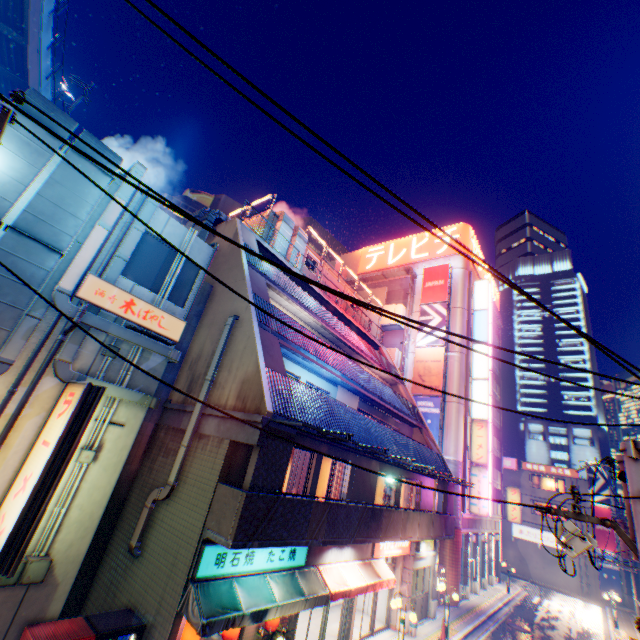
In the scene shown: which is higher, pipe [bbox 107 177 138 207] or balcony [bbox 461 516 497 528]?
pipe [bbox 107 177 138 207]

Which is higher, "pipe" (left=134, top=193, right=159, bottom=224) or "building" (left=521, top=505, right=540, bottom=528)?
"pipe" (left=134, top=193, right=159, bottom=224)

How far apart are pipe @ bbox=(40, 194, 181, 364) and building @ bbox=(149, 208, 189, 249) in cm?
0

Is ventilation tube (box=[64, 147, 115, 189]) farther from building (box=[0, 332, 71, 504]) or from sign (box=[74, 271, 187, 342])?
sign (box=[74, 271, 187, 342])

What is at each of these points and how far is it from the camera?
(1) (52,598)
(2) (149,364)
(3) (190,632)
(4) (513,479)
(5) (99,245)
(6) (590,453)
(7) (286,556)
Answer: (1) building, 7.2 meters
(2) building, 9.3 meters
(3) street lamp, 7.8 meters
(4) building, 42.2 meters
(5) pipe, 8.2 meters
(6) building, 59.7 meters
(7) sign, 10.2 meters

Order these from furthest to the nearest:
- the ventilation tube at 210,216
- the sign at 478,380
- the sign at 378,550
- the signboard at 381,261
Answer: the signboard at 381,261 → the sign at 478,380 → the ventilation tube at 210,216 → the sign at 378,550

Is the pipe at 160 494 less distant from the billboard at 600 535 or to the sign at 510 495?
the sign at 510 495

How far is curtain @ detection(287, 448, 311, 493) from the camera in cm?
1162
